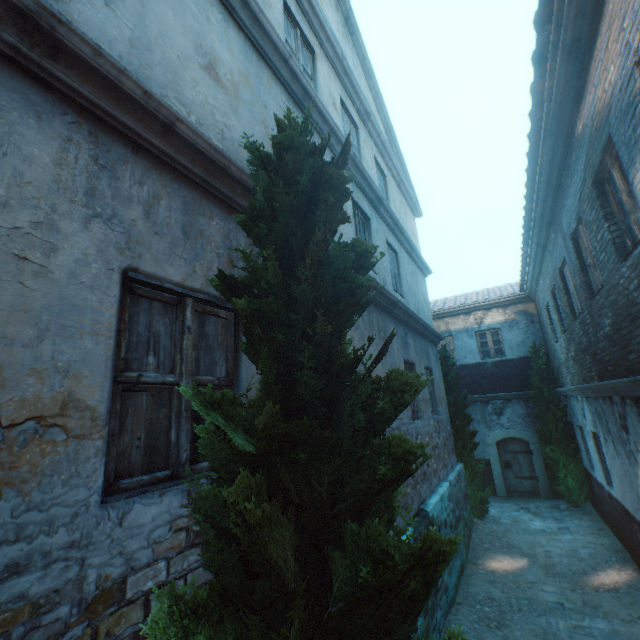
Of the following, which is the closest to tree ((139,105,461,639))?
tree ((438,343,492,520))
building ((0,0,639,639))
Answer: tree ((438,343,492,520))

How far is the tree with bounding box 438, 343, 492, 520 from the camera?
10.2m

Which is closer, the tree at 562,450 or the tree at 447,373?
the tree at 447,373

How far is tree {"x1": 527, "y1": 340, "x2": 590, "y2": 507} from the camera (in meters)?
10.83

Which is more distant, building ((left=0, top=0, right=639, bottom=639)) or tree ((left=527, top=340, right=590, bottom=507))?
tree ((left=527, top=340, right=590, bottom=507))

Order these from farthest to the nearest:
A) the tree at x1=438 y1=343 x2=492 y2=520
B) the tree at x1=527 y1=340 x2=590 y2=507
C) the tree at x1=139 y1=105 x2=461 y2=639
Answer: the tree at x1=527 y1=340 x2=590 y2=507
the tree at x1=438 y1=343 x2=492 y2=520
the tree at x1=139 y1=105 x2=461 y2=639

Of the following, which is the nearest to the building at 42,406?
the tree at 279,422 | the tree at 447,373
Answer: the tree at 279,422

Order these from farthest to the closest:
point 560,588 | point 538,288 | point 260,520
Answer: point 538,288, point 560,588, point 260,520
